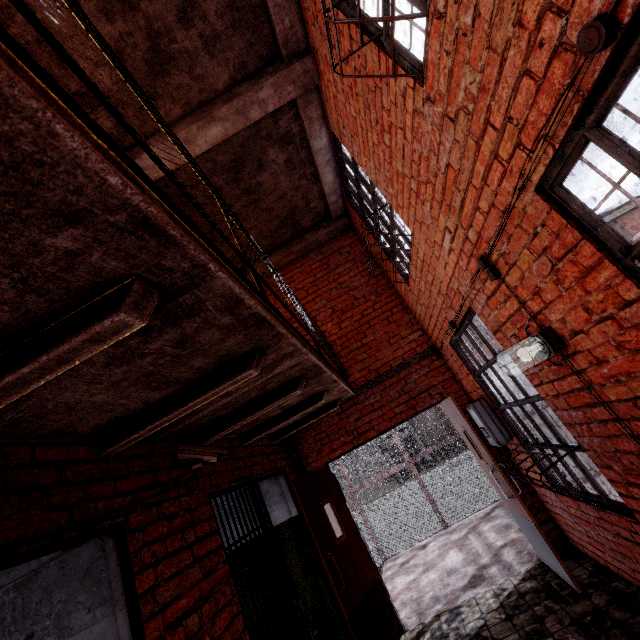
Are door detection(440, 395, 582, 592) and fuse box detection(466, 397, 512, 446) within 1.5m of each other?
yes

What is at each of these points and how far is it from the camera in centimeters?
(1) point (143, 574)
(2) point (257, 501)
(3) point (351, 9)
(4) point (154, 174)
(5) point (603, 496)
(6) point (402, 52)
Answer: (1) building, 185cm
(2) metal bar, 353cm
(3) metal bar, 238cm
(4) ceiling beam, 369cm
(5) metal bar, 271cm
(6) metal bar, 210cm

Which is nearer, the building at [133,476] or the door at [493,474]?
the building at [133,476]

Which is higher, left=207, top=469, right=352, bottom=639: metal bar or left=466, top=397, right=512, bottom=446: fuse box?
left=207, top=469, right=352, bottom=639: metal bar

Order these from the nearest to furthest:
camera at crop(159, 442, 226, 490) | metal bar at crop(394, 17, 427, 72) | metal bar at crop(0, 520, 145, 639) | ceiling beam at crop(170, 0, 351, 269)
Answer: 1. metal bar at crop(0, 520, 145, 639)
2. metal bar at crop(394, 17, 427, 72)
3. camera at crop(159, 442, 226, 490)
4. ceiling beam at crop(170, 0, 351, 269)

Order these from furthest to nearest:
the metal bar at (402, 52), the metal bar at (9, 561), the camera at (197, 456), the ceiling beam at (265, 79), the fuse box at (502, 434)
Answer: the fuse box at (502, 434)
the ceiling beam at (265, 79)
the camera at (197, 456)
the metal bar at (402, 52)
the metal bar at (9, 561)

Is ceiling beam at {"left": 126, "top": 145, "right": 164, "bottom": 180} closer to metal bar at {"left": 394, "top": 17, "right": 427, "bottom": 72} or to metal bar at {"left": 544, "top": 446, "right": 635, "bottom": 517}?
metal bar at {"left": 394, "top": 17, "right": 427, "bottom": 72}

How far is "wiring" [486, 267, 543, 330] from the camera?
2.2m
